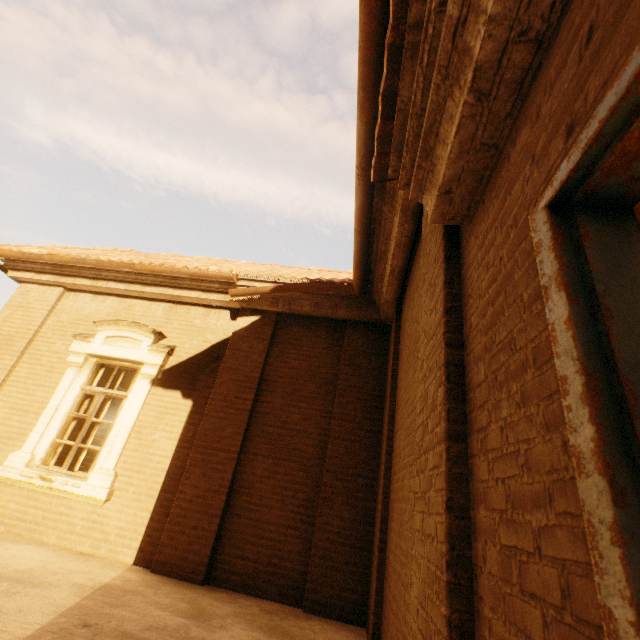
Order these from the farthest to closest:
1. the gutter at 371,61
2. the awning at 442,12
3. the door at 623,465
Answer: the gutter at 371,61, the awning at 442,12, the door at 623,465

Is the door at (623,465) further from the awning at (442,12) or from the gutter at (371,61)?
the gutter at (371,61)

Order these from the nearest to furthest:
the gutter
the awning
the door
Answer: the door, the awning, the gutter

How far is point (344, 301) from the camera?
5.8m

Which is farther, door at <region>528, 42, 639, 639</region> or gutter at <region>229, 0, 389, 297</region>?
gutter at <region>229, 0, 389, 297</region>

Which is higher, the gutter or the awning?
the gutter

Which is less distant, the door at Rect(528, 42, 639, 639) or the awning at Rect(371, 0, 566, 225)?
the door at Rect(528, 42, 639, 639)

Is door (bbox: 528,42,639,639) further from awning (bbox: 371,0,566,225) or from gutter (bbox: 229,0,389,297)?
gutter (bbox: 229,0,389,297)
